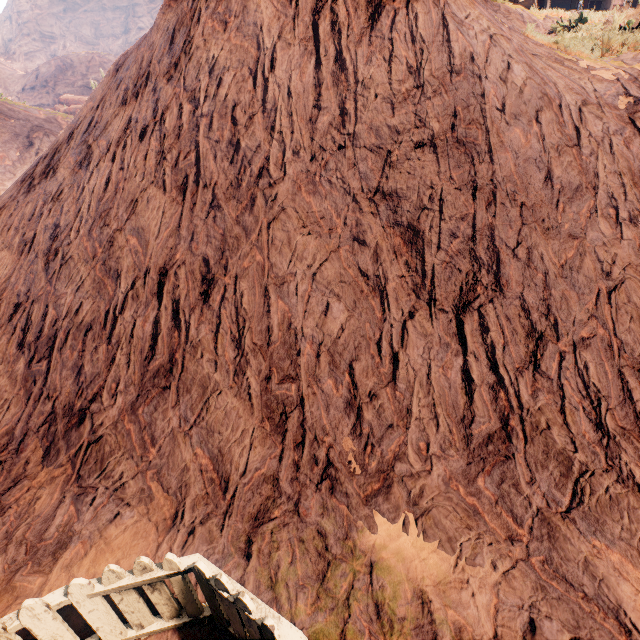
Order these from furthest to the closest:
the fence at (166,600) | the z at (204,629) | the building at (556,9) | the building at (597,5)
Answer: the building at (556,9) → the building at (597,5) → the z at (204,629) → the fence at (166,600)

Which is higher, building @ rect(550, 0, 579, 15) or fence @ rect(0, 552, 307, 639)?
building @ rect(550, 0, 579, 15)

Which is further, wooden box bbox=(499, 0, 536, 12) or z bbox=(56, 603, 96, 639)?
wooden box bbox=(499, 0, 536, 12)

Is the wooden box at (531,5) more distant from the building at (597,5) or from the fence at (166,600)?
the fence at (166,600)

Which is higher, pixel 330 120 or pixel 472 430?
pixel 330 120

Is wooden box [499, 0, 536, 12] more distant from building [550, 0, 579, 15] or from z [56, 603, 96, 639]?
building [550, 0, 579, 15]

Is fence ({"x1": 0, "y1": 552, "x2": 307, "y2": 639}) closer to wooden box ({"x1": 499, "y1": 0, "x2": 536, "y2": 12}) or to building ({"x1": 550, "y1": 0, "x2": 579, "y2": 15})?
building ({"x1": 550, "y1": 0, "x2": 579, "y2": 15})

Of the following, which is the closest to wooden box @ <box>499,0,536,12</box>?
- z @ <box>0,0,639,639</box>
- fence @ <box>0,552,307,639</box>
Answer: z @ <box>0,0,639,639</box>
